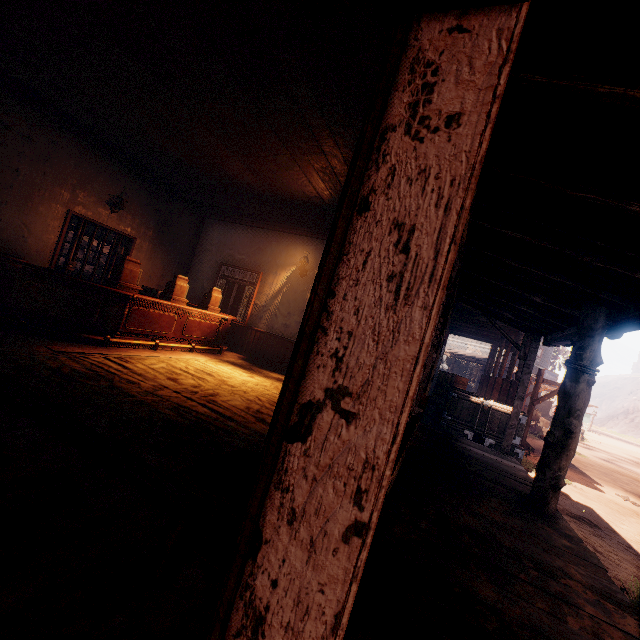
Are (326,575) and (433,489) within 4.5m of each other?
yes

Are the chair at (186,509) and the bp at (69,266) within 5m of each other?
no

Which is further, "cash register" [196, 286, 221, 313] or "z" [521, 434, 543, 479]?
"z" [521, 434, 543, 479]

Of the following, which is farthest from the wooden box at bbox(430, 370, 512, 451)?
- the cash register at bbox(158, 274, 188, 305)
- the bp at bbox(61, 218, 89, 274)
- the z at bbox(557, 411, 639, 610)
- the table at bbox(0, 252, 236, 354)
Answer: the bp at bbox(61, 218, 89, 274)

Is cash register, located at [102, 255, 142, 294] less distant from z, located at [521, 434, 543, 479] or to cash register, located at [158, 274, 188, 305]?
cash register, located at [158, 274, 188, 305]

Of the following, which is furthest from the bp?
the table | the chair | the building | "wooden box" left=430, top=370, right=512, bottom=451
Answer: "wooden box" left=430, top=370, right=512, bottom=451

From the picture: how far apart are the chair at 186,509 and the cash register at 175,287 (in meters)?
5.59

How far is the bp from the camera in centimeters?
724cm
